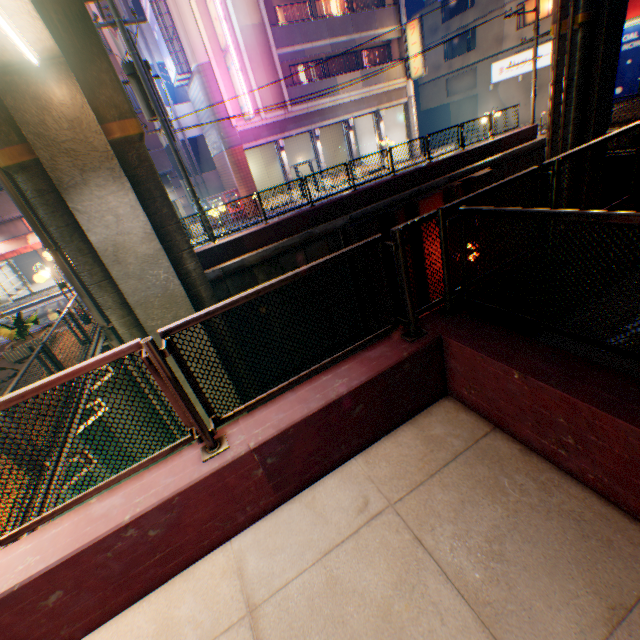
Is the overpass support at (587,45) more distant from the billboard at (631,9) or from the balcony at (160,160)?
the balcony at (160,160)

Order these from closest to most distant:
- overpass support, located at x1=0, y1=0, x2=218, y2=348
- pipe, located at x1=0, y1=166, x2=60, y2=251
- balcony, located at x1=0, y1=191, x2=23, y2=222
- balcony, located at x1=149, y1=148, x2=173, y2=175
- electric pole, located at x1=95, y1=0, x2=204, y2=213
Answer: overpass support, located at x1=0, y1=0, x2=218, y2=348 → pipe, located at x1=0, y1=166, x2=60, y2=251 → electric pole, located at x1=95, y1=0, x2=204, y2=213 → balcony, located at x1=0, y1=191, x2=23, y2=222 → balcony, located at x1=149, y1=148, x2=173, y2=175

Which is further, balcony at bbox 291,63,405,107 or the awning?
balcony at bbox 291,63,405,107

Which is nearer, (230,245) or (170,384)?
(170,384)

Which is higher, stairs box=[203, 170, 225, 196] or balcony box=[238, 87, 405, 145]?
balcony box=[238, 87, 405, 145]

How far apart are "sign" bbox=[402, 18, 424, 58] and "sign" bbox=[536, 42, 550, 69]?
9.57m

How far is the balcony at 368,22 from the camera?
20.1 meters

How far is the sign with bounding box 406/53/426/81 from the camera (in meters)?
22.80
